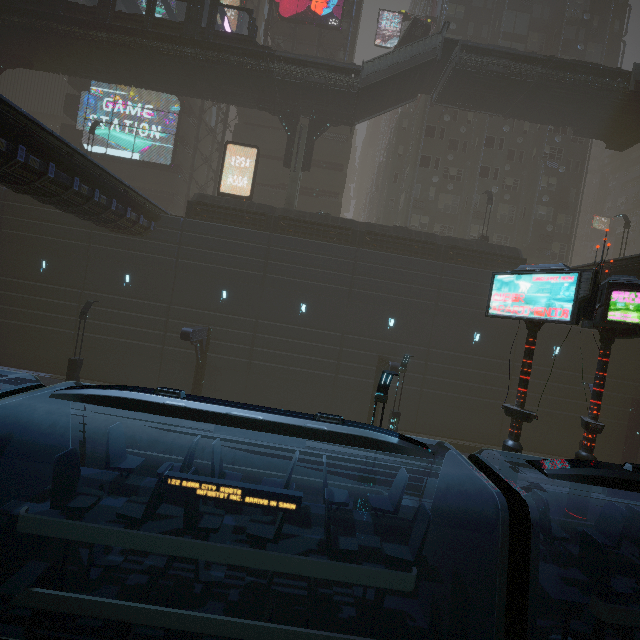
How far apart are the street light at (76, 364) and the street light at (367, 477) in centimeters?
1567cm

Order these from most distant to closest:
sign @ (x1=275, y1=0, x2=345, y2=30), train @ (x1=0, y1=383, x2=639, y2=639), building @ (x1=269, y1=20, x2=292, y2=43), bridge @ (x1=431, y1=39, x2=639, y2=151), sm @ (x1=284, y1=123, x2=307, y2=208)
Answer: building @ (x1=269, y1=20, x2=292, y2=43), sign @ (x1=275, y1=0, x2=345, y2=30), sm @ (x1=284, y1=123, x2=307, y2=208), bridge @ (x1=431, y1=39, x2=639, y2=151), train @ (x1=0, y1=383, x2=639, y2=639)

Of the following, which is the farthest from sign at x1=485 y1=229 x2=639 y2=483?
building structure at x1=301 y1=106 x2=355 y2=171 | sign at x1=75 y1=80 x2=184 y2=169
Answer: sign at x1=75 y1=80 x2=184 y2=169

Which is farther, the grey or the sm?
the grey

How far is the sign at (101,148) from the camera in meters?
31.7

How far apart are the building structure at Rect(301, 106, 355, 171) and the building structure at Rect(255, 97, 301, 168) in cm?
68

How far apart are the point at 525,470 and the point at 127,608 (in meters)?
20.98

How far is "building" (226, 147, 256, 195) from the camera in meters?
32.2 m
